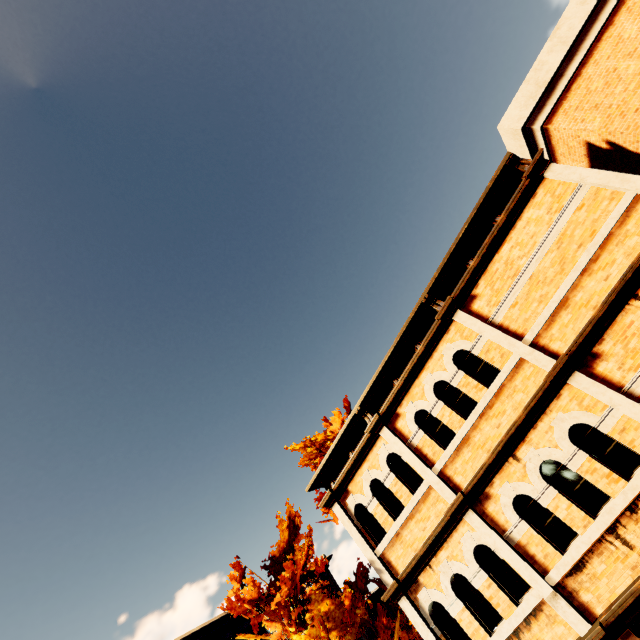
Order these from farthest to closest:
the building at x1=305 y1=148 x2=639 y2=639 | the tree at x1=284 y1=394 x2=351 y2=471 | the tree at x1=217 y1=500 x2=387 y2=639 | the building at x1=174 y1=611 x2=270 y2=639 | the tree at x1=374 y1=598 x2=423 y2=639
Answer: the building at x1=174 y1=611 x2=270 y2=639
the tree at x1=284 y1=394 x2=351 y2=471
the tree at x1=374 y1=598 x2=423 y2=639
the tree at x1=217 y1=500 x2=387 y2=639
the building at x1=305 y1=148 x2=639 y2=639

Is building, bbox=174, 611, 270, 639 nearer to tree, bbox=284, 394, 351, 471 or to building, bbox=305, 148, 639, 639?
tree, bbox=284, 394, 351, 471

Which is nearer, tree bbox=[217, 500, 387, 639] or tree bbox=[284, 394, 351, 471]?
tree bbox=[217, 500, 387, 639]

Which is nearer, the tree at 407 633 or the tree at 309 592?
the tree at 309 592

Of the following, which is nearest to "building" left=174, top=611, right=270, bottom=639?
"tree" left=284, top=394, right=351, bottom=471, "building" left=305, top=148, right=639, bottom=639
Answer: "tree" left=284, top=394, right=351, bottom=471

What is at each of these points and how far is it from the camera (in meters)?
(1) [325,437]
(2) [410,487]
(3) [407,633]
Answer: (1) tree, 20.64
(2) building, 8.83
(3) tree, 25.58

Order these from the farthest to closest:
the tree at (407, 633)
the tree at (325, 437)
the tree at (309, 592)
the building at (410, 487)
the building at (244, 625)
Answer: the building at (244, 625)
the tree at (325, 437)
the tree at (407, 633)
the tree at (309, 592)
the building at (410, 487)
